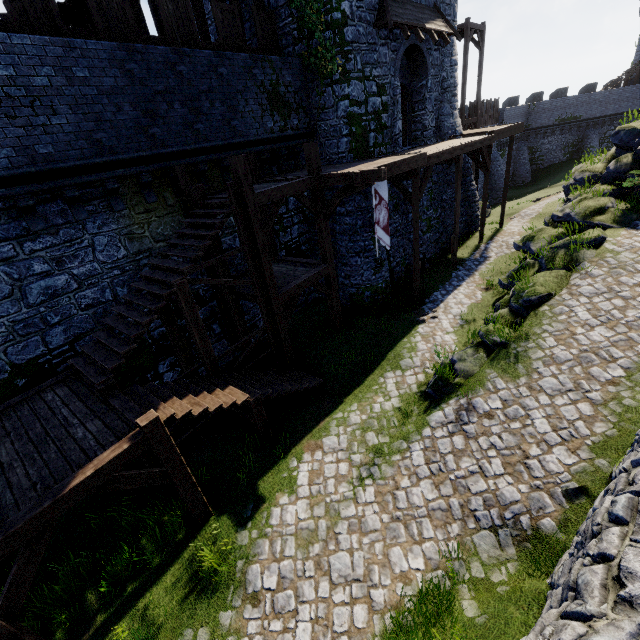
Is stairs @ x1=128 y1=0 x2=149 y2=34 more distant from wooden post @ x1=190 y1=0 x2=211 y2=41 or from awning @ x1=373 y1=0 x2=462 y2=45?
awning @ x1=373 y1=0 x2=462 y2=45

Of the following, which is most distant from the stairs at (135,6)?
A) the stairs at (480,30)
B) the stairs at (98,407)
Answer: the stairs at (480,30)

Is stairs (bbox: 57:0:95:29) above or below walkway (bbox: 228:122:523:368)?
above

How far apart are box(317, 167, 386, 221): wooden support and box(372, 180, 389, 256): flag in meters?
0.8

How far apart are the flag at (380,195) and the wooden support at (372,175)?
0.77m

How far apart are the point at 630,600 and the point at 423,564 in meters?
3.9

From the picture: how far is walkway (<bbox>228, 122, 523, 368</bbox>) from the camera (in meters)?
9.12

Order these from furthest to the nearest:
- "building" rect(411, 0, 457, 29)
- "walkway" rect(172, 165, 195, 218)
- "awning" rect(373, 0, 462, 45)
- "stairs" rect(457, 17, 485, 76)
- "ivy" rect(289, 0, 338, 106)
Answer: "stairs" rect(457, 17, 485, 76)
"building" rect(411, 0, 457, 29)
"awning" rect(373, 0, 462, 45)
"ivy" rect(289, 0, 338, 106)
"walkway" rect(172, 165, 195, 218)
